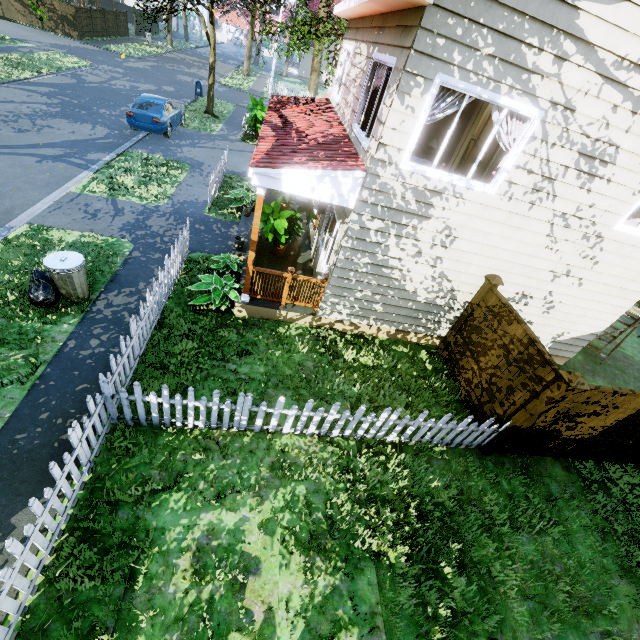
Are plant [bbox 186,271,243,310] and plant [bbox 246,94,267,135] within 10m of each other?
no

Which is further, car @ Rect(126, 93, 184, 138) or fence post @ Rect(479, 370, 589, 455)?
car @ Rect(126, 93, 184, 138)

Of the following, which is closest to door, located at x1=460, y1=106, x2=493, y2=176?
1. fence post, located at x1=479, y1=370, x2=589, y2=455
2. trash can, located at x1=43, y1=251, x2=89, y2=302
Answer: fence post, located at x1=479, y1=370, x2=589, y2=455

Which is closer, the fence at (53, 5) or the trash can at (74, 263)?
the trash can at (74, 263)

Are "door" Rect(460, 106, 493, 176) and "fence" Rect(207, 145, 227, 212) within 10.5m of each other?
yes

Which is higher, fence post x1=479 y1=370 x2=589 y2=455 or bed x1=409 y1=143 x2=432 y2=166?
bed x1=409 y1=143 x2=432 y2=166

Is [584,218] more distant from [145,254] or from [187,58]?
[187,58]

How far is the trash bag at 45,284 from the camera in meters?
6.4 m
